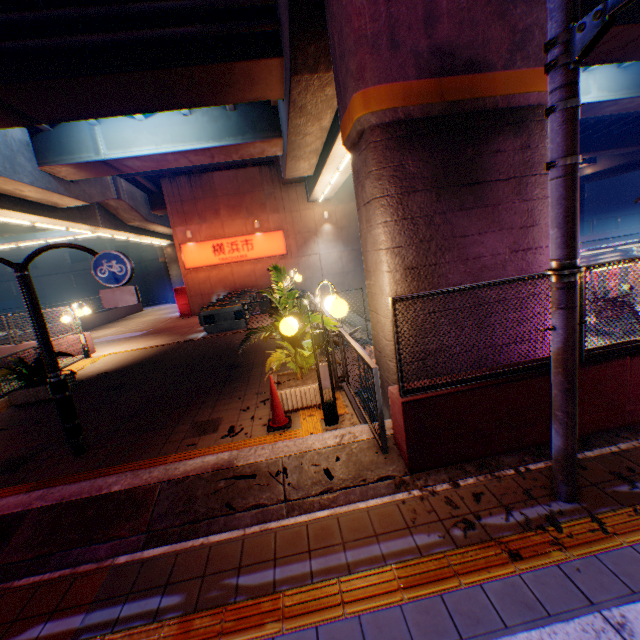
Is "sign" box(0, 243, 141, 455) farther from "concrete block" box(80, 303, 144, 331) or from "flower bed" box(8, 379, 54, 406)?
"concrete block" box(80, 303, 144, 331)

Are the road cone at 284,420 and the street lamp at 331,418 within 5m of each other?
yes

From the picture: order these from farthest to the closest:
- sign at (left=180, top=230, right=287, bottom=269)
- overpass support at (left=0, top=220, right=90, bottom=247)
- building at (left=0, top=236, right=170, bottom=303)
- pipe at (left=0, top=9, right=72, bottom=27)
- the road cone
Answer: building at (left=0, top=236, right=170, bottom=303) < overpass support at (left=0, top=220, right=90, bottom=247) < sign at (left=180, top=230, right=287, bottom=269) < pipe at (left=0, top=9, right=72, bottom=27) < the road cone

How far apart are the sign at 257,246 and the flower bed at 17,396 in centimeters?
1264cm

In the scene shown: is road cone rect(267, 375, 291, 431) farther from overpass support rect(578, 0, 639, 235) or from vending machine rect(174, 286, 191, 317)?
vending machine rect(174, 286, 191, 317)

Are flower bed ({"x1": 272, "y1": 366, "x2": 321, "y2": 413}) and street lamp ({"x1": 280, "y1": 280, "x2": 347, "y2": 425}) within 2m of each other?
yes

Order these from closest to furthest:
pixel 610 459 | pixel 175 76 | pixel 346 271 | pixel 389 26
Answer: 1. pixel 610 459
2. pixel 389 26
3. pixel 175 76
4. pixel 346 271

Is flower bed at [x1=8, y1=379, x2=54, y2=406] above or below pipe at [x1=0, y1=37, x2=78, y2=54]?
below
